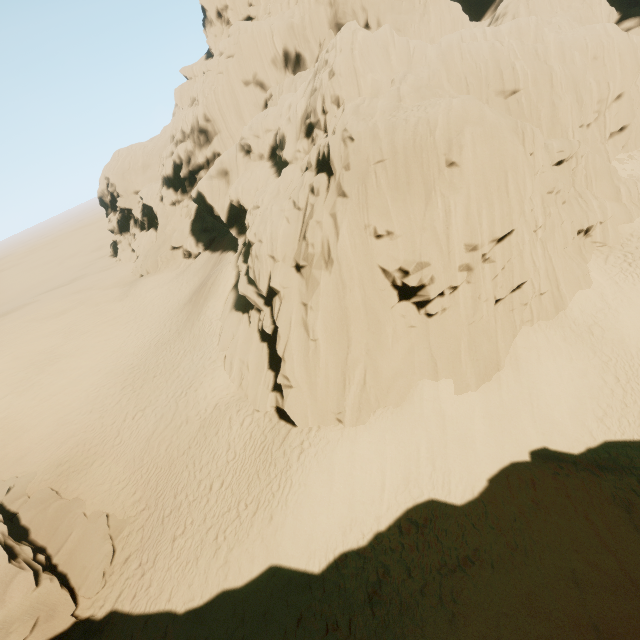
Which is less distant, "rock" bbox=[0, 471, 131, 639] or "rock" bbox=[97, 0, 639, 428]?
"rock" bbox=[0, 471, 131, 639]

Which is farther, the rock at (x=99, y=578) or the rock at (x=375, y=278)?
the rock at (x=375, y=278)

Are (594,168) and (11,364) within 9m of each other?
no
